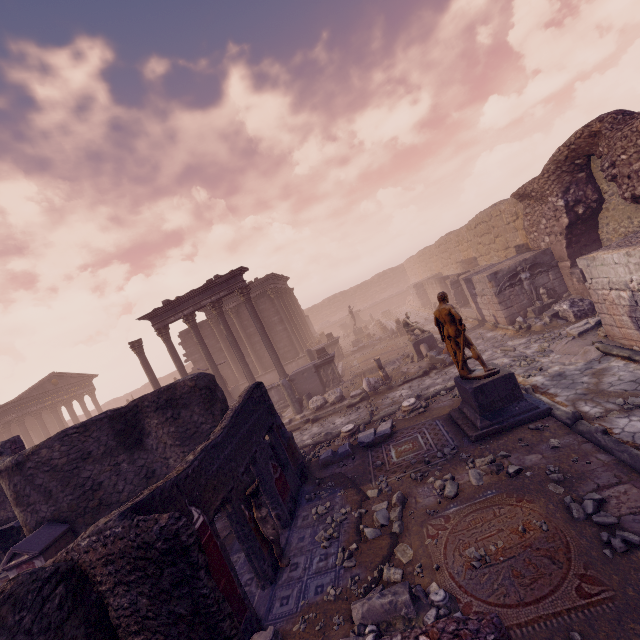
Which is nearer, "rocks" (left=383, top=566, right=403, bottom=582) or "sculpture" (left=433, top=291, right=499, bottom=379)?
"rocks" (left=383, top=566, right=403, bottom=582)

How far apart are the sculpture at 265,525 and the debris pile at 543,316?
11.5 meters

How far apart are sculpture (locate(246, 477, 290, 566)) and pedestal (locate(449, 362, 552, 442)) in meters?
4.5

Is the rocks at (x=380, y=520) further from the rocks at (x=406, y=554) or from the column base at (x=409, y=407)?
the column base at (x=409, y=407)

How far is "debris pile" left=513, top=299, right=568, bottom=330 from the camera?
12.0m

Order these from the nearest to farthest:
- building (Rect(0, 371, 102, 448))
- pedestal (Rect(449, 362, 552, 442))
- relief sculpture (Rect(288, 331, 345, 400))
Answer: pedestal (Rect(449, 362, 552, 442)) < relief sculpture (Rect(288, 331, 345, 400)) < building (Rect(0, 371, 102, 448))

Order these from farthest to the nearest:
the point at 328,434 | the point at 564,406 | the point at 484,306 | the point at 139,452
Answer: the point at 484,306, the point at 328,434, the point at 139,452, the point at 564,406

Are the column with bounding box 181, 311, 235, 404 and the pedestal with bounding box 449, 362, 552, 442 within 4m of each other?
no
